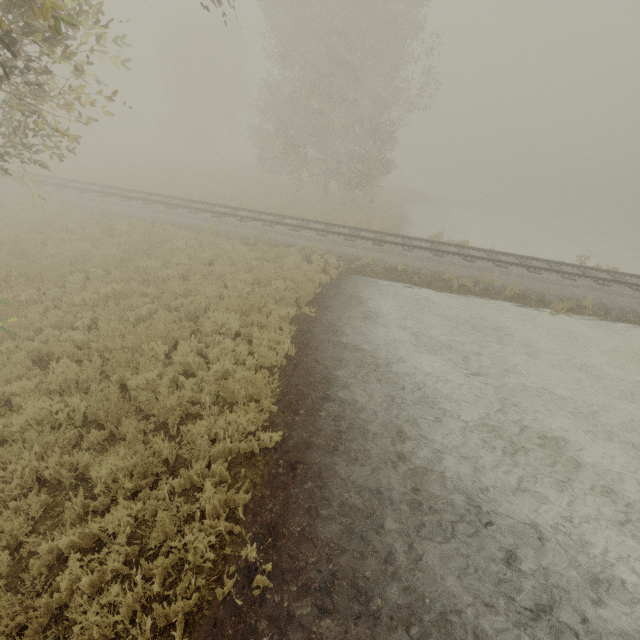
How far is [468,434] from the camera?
6.8m
